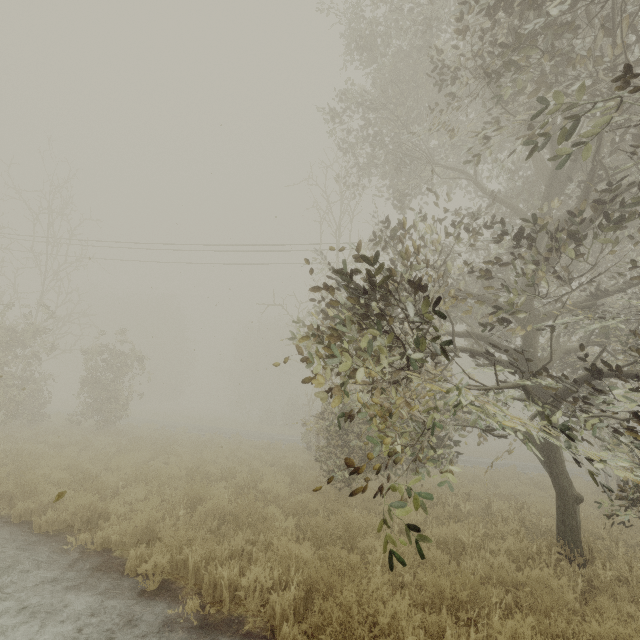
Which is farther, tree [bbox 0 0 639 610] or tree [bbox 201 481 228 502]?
tree [bbox 201 481 228 502]

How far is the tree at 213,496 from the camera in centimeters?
660cm

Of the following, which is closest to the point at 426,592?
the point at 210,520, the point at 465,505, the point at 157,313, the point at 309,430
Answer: the point at 210,520

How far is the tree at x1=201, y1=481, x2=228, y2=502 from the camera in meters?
6.6 m

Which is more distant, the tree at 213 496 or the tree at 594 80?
the tree at 213 496
